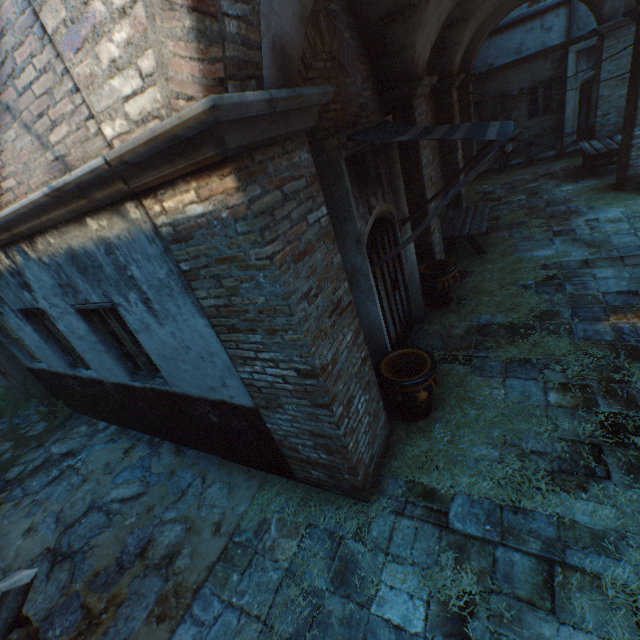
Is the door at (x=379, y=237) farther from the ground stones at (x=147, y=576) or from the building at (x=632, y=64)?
the ground stones at (x=147, y=576)

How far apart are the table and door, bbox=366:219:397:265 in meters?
2.7

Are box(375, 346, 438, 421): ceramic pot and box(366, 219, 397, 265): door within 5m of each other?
yes

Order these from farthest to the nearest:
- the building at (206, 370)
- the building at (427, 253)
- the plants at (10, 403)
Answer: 1. the plants at (10, 403)
2. the building at (427, 253)
3. the building at (206, 370)

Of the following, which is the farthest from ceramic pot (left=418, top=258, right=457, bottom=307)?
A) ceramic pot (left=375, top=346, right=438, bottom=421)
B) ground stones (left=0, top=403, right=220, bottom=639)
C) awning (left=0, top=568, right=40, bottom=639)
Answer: awning (left=0, top=568, right=40, bottom=639)

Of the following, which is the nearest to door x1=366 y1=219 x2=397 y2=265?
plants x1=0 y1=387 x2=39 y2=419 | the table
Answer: the table

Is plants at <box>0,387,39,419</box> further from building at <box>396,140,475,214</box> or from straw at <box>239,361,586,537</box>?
straw at <box>239,361,586,537</box>

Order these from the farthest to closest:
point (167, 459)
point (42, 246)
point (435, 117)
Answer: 1. point (435, 117)
2. point (167, 459)
3. point (42, 246)
